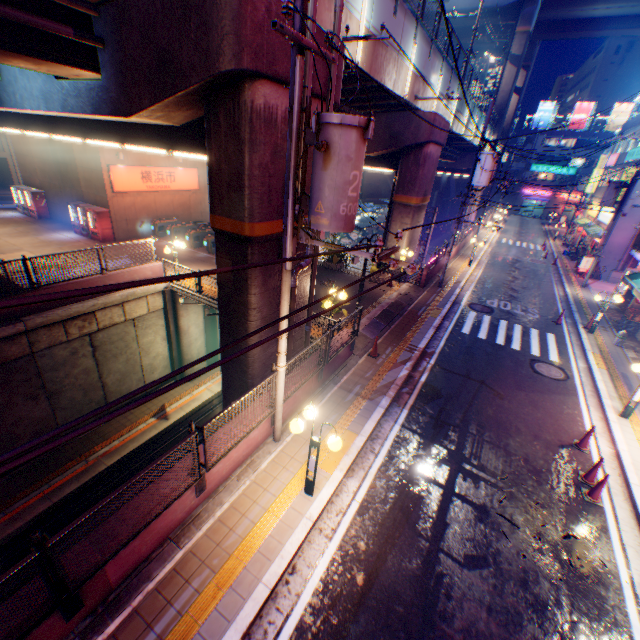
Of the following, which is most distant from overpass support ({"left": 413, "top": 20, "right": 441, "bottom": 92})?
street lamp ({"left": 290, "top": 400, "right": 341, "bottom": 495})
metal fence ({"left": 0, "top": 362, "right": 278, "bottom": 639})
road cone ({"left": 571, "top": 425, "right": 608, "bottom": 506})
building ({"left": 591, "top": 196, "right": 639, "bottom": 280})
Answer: building ({"left": 591, "top": 196, "right": 639, "bottom": 280})

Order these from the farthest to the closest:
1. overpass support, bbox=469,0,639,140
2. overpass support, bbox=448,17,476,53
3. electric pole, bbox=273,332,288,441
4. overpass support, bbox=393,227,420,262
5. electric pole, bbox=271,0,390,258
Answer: overpass support, bbox=448,17,476,53
overpass support, bbox=469,0,639,140
overpass support, bbox=393,227,420,262
electric pole, bbox=273,332,288,441
electric pole, bbox=271,0,390,258

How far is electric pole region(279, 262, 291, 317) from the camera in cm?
612

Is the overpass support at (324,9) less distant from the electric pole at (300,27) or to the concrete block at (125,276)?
the concrete block at (125,276)

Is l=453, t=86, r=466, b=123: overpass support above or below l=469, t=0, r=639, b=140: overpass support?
below

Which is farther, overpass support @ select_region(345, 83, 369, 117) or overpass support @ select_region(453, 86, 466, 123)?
overpass support @ select_region(453, 86, 466, 123)

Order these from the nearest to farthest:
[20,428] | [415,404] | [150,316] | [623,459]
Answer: [623,459]
[415,404]
[20,428]
[150,316]

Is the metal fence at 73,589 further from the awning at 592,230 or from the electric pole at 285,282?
the awning at 592,230
